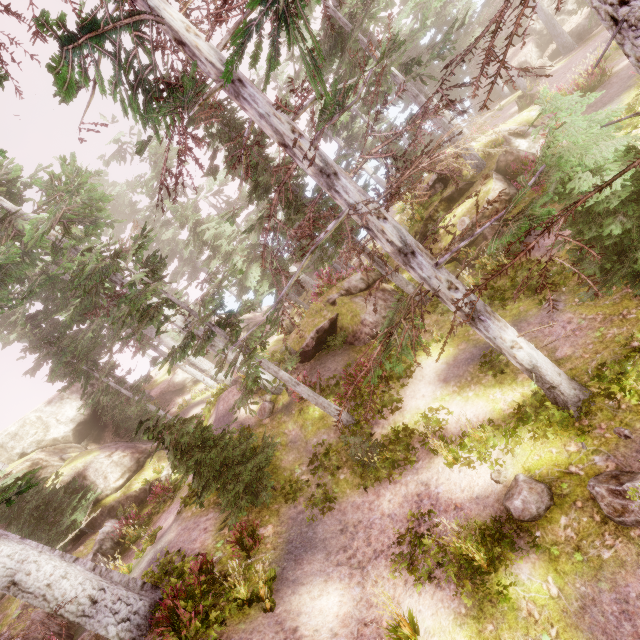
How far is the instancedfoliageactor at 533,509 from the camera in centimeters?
618cm

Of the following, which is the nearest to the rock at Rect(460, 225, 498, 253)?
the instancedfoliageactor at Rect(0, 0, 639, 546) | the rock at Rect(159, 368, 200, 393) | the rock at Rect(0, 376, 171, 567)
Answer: the instancedfoliageactor at Rect(0, 0, 639, 546)

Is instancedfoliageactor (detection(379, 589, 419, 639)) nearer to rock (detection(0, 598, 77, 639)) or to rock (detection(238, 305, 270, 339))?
rock (detection(0, 598, 77, 639))

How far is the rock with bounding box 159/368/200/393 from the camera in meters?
31.4

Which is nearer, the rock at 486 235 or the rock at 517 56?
the rock at 486 235

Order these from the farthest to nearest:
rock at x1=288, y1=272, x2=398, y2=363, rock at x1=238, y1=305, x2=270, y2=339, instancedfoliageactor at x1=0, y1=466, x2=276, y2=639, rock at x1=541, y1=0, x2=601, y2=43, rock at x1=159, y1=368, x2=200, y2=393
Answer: rock at x1=238, y1=305, x2=270, y2=339 → rock at x1=159, y1=368, x2=200, y2=393 → rock at x1=541, y1=0, x2=601, y2=43 → rock at x1=288, y1=272, x2=398, y2=363 → instancedfoliageactor at x1=0, y1=466, x2=276, y2=639

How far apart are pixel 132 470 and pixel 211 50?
23.09m

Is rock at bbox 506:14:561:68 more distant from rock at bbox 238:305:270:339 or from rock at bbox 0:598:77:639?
rock at bbox 0:598:77:639
